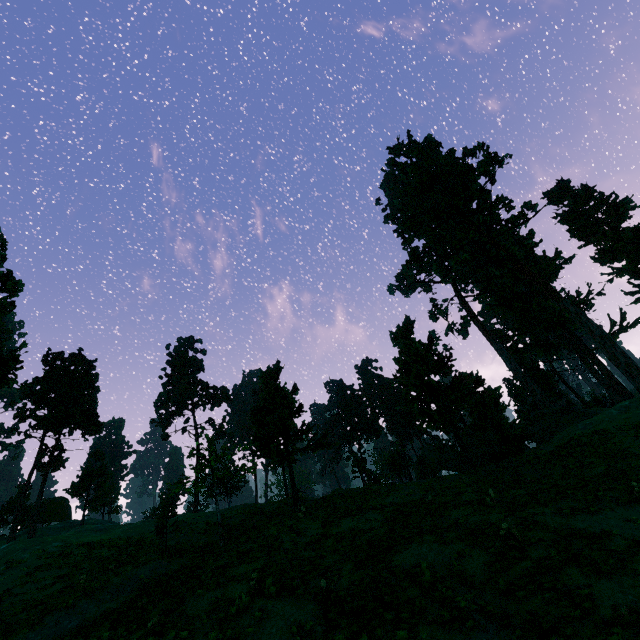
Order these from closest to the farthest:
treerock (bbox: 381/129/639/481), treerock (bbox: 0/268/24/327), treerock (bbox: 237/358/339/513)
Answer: treerock (bbox: 0/268/24/327) → treerock (bbox: 237/358/339/513) → treerock (bbox: 381/129/639/481)

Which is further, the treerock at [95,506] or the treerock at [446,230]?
the treerock at [95,506]

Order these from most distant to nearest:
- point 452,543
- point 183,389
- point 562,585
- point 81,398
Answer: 1. point 183,389
2. point 81,398
3. point 452,543
4. point 562,585

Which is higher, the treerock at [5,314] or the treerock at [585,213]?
the treerock at [585,213]

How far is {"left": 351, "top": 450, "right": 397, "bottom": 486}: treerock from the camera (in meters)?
34.28

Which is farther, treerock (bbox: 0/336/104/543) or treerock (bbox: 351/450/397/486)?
treerock (bbox: 0/336/104/543)
